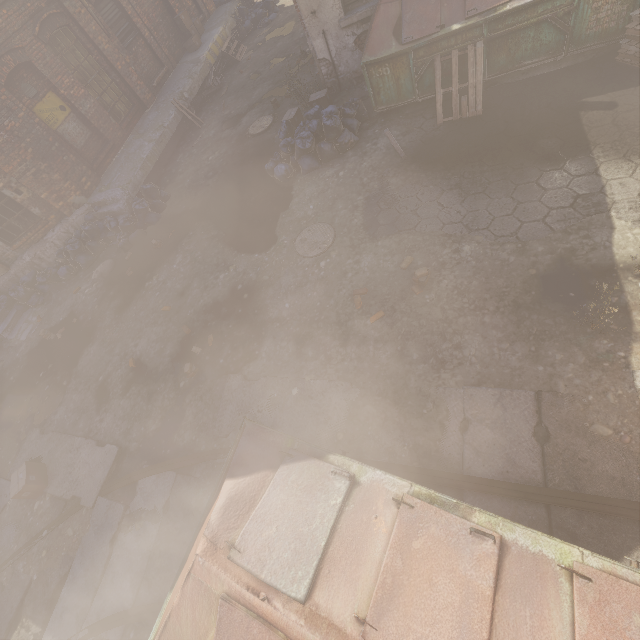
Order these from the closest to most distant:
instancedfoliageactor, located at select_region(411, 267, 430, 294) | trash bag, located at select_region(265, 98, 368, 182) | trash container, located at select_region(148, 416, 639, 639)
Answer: trash container, located at select_region(148, 416, 639, 639) < instancedfoliageactor, located at select_region(411, 267, 430, 294) < trash bag, located at select_region(265, 98, 368, 182)

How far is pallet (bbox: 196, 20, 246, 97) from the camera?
12.9m

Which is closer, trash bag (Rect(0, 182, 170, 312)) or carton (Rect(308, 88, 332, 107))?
carton (Rect(308, 88, 332, 107))

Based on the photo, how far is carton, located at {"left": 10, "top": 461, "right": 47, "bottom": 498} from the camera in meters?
5.8 m

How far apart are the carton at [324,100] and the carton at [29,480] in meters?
10.3

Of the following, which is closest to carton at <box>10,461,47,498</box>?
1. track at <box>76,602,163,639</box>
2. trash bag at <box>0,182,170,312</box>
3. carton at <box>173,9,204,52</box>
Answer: track at <box>76,602,163,639</box>

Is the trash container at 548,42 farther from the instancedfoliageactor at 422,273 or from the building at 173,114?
the building at 173,114

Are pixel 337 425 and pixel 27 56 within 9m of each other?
no
